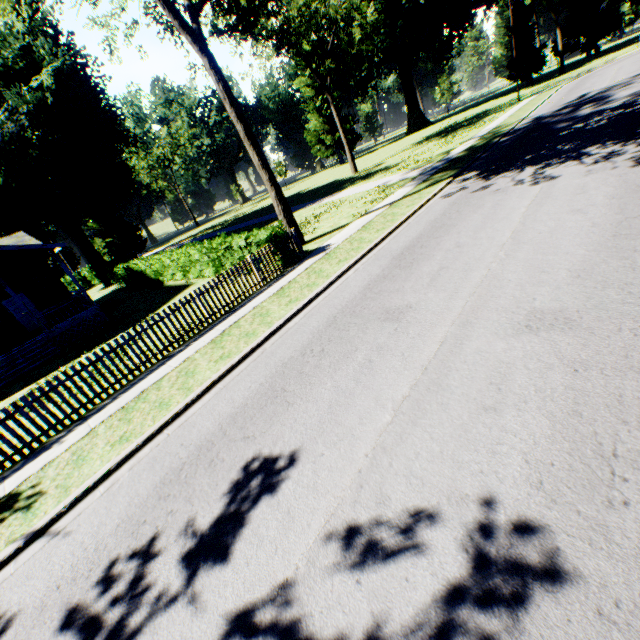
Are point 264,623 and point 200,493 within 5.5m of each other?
yes

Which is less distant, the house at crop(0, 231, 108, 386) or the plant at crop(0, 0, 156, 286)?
the house at crop(0, 231, 108, 386)

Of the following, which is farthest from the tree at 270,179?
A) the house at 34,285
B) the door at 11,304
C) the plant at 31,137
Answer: the plant at 31,137

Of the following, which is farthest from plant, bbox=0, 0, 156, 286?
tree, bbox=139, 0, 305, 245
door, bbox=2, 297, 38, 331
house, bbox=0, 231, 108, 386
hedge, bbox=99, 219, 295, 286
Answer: door, bbox=2, 297, 38, 331

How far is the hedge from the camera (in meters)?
12.82

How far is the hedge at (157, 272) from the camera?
12.82m

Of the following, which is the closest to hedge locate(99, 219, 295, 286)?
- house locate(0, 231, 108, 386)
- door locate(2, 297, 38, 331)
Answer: house locate(0, 231, 108, 386)

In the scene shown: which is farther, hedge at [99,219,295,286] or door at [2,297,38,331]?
door at [2,297,38,331]
